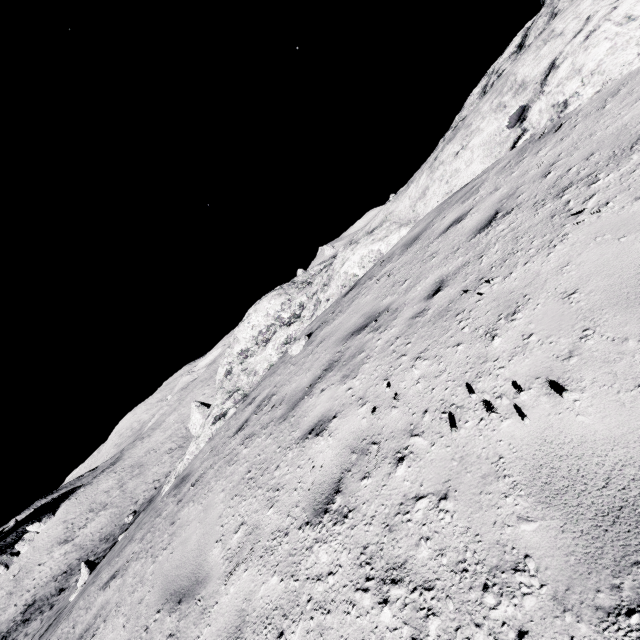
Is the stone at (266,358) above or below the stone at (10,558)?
above

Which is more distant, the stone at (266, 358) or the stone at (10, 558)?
the stone at (10, 558)

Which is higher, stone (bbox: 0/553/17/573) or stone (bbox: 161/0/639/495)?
stone (bbox: 161/0/639/495)

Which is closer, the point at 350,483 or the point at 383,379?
the point at 350,483

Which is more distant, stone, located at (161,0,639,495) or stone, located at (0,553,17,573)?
stone, located at (0,553,17,573)
